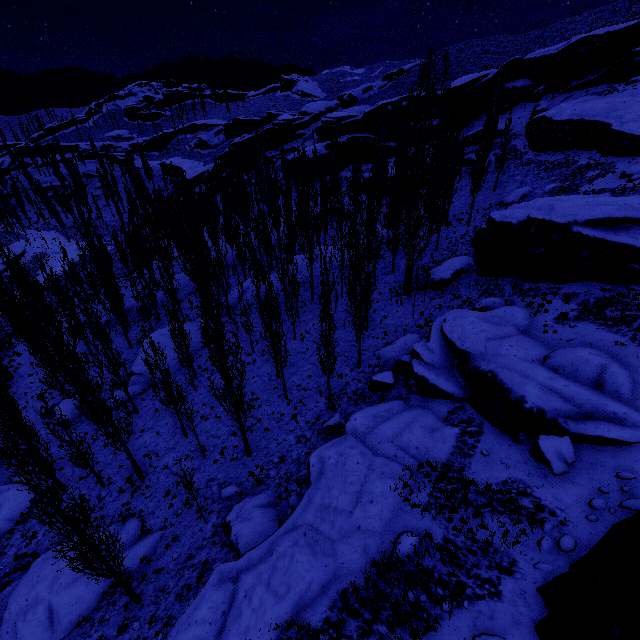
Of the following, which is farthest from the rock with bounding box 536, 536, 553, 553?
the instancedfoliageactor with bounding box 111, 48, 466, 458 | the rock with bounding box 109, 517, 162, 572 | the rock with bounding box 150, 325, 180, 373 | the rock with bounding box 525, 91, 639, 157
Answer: the rock with bounding box 150, 325, 180, 373

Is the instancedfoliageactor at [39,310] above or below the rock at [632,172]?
below

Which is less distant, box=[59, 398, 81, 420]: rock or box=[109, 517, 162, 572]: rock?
box=[109, 517, 162, 572]: rock

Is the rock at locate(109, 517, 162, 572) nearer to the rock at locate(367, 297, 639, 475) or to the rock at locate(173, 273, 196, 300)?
the rock at locate(367, 297, 639, 475)

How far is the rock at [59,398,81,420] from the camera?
25.4m

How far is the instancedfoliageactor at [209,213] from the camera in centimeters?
1830cm

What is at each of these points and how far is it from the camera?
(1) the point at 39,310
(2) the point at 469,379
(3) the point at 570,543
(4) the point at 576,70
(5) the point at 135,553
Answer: (1) instancedfoliageactor, 20.1m
(2) rock, 16.9m
(3) rock, 9.0m
(4) rock, 43.1m
(5) rock, 15.2m
